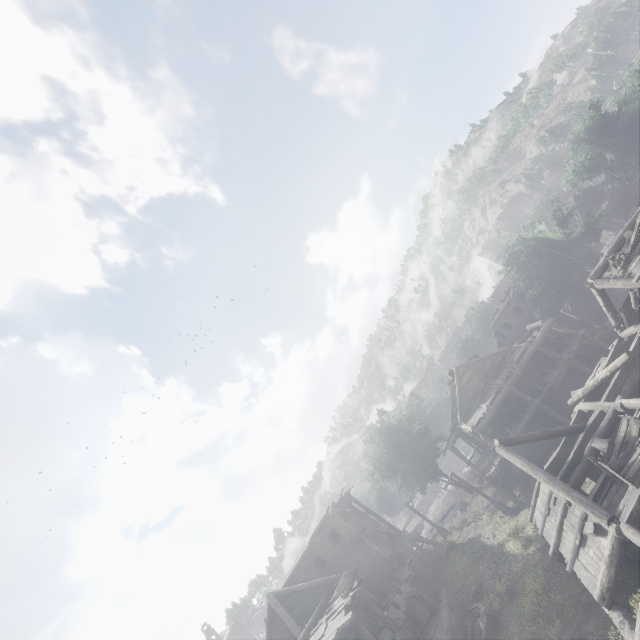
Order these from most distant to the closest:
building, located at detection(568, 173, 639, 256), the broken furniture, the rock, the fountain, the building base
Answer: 1. the rock
2. the building base
3. the fountain
4. building, located at detection(568, 173, 639, 256)
5. the broken furniture

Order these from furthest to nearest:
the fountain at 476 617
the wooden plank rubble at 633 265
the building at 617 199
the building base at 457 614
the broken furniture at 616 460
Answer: the building base at 457 614 < the fountain at 476 617 < the building at 617 199 < the wooden plank rubble at 633 265 < the broken furniture at 616 460

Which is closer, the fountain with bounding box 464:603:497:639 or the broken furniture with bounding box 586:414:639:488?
the broken furniture with bounding box 586:414:639:488

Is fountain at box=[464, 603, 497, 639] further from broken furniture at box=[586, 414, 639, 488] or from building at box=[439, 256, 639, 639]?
broken furniture at box=[586, 414, 639, 488]

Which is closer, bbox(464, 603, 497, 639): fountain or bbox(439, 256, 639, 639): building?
bbox(439, 256, 639, 639): building

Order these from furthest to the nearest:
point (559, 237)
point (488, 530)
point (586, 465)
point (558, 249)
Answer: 1. point (558, 249)
2. point (559, 237)
3. point (488, 530)
4. point (586, 465)

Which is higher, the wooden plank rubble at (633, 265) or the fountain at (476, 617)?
the wooden plank rubble at (633, 265)

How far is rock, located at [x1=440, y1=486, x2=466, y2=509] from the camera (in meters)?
40.34
